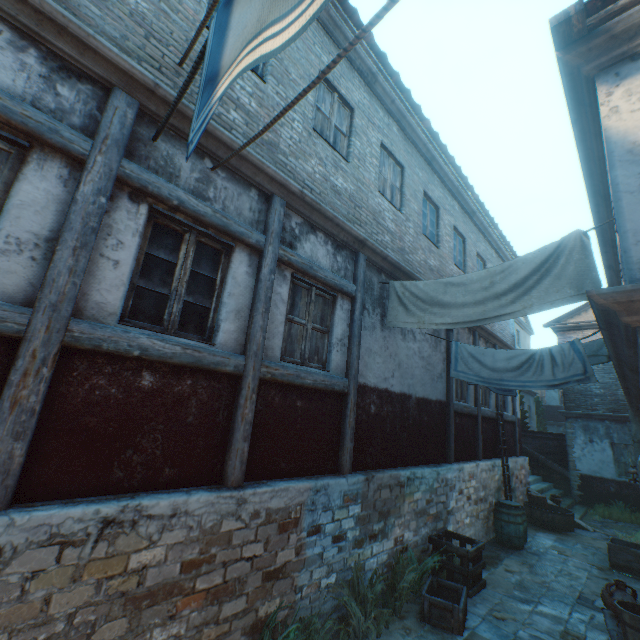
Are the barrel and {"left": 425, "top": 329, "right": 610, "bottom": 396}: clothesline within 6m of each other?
yes

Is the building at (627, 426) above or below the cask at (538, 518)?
above

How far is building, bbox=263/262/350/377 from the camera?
4.4m

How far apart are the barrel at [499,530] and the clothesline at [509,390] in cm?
340

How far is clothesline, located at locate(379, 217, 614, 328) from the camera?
3.9 meters

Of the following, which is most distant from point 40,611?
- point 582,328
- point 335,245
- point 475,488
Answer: point 582,328

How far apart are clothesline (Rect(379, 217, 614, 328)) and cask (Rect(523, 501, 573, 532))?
9.3 meters

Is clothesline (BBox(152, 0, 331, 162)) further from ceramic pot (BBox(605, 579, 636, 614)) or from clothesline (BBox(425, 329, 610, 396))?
ceramic pot (BBox(605, 579, 636, 614))
